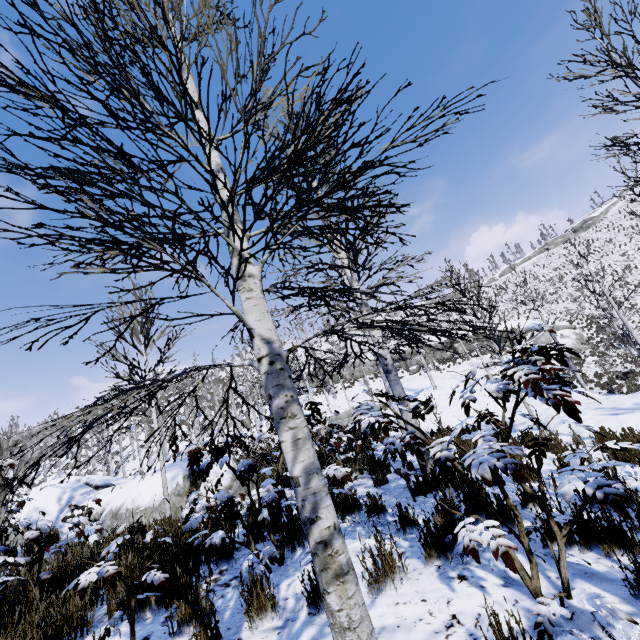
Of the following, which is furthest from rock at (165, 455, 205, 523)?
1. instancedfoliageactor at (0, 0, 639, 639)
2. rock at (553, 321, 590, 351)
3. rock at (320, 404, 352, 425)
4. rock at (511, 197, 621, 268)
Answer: rock at (511, 197, 621, 268)

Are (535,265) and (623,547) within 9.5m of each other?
no

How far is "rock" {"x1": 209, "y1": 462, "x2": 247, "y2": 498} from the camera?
8.2 meters

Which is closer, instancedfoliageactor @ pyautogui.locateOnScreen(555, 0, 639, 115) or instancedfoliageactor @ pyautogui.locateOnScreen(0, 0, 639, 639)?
instancedfoliageactor @ pyautogui.locateOnScreen(0, 0, 639, 639)

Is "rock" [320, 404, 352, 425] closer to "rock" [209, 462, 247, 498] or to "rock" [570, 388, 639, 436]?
"rock" [570, 388, 639, 436]

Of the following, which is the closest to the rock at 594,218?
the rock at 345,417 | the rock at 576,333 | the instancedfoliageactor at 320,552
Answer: the rock at 576,333

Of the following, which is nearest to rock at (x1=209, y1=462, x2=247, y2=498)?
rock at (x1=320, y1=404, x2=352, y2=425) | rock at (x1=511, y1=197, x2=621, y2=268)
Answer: rock at (x1=320, y1=404, x2=352, y2=425)

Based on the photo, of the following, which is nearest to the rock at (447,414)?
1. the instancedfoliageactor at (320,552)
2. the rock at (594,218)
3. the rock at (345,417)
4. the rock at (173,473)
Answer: the instancedfoliageactor at (320,552)
